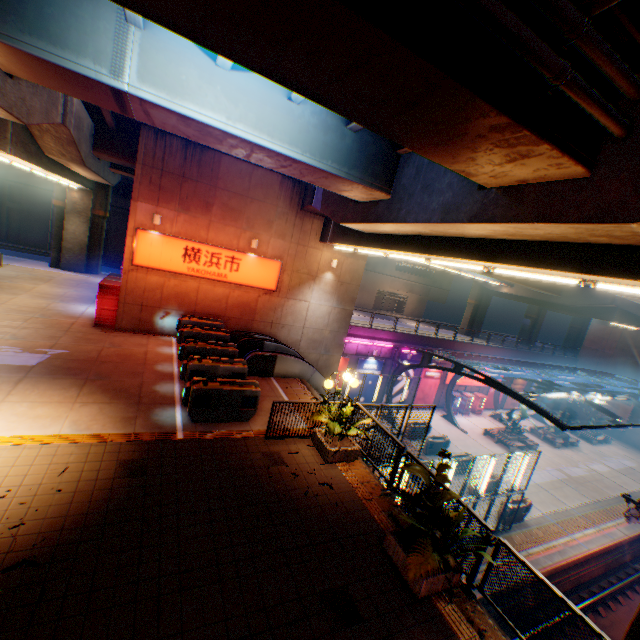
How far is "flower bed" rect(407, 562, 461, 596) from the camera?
5.50m

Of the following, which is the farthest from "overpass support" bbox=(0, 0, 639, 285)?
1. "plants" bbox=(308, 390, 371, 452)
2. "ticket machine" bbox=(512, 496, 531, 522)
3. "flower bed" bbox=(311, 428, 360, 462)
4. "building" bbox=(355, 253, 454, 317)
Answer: "ticket machine" bbox=(512, 496, 531, 522)

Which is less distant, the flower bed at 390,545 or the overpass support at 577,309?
the flower bed at 390,545

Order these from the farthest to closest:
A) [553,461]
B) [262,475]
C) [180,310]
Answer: [553,461] < [180,310] < [262,475]

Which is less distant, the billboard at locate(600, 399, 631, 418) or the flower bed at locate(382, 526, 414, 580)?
the flower bed at locate(382, 526, 414, 580)

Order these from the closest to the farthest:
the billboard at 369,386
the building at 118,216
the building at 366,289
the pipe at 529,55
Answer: the pipe at 529,55, the billboard at 369,386, the building at 118,216, the building at 366,289

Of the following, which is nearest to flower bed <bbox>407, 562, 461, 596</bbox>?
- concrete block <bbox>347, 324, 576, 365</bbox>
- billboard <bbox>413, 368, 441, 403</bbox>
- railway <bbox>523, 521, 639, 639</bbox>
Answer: railway <bbox>523, 521, 639, 639</bbox>

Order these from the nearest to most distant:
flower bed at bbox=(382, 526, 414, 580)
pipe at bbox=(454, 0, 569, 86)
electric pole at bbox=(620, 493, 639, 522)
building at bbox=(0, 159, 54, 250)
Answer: pipe at bbox=(454, 0, 569, 86)
flower bed at bbox=(382, 526, 414, 580)
electric pole at bbox=(620, 493, 639, 522)
building at bbox=(0, 159, 54, 250)
